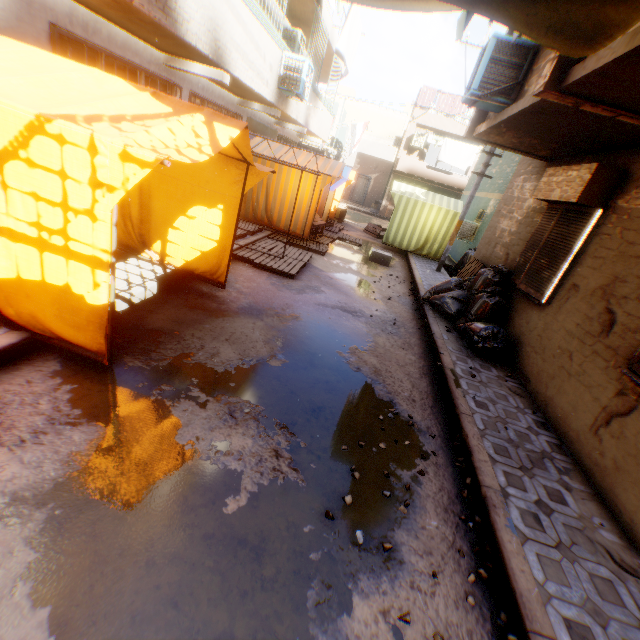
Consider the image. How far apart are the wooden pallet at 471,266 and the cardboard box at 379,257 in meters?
1.8 m

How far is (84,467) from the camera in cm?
245

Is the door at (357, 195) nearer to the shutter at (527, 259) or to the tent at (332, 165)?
the tent at (332, 165)

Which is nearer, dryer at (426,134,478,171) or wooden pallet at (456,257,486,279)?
wooden pallet at (456,257,486,279)

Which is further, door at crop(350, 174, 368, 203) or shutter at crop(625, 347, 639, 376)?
door at crop(350, 174, 368, 203)

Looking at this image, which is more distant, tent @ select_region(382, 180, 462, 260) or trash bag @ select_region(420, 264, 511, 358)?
tent @ select_region(382, 180, 462, 260)

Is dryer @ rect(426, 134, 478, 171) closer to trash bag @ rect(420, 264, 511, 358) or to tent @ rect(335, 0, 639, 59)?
tent @ rect(335, 0, 639, 59)

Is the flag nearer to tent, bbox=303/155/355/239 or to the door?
tent, bbox=303/155/355/239
